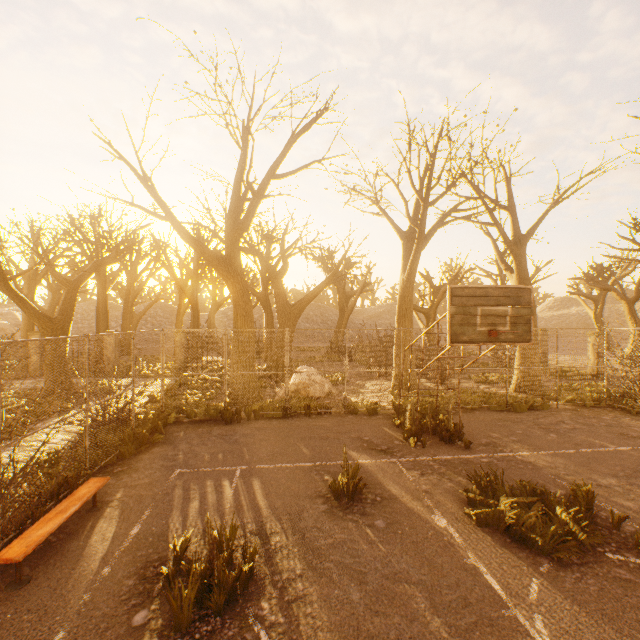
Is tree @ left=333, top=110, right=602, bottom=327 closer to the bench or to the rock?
the bench

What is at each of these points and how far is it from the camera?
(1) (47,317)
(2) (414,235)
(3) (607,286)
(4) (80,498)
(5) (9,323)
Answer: (1) tree, 12.4m
(2) tree, 13.4m
(3) tree, 24.3m
(4) bench, 5.0m
(5) rock, 37.4m

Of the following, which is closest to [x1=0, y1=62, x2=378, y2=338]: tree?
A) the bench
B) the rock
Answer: the bench

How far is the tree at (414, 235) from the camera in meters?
10.8

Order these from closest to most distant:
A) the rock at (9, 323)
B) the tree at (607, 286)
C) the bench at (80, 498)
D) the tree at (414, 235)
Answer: the bench at (80, 498)
the tree at (414, 235)
the tree at (607, 286)
the rock at (9, 323)

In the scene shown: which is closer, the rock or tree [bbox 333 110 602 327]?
tree [bbox 333 110 602 327]

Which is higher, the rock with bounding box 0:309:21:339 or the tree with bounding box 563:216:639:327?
the tree with bounding box 563:216:639:327
